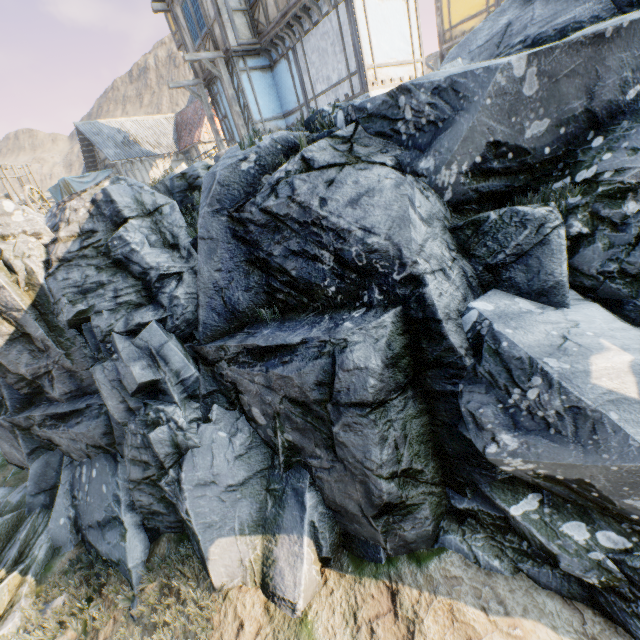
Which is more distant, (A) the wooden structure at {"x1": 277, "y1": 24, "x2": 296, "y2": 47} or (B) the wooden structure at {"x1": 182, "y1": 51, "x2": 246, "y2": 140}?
(B) the wooden structure at {"x1": 182, "y1": 51, "x2": 246, "y2": 140}

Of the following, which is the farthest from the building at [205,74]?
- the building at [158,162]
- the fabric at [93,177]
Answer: the fabric at [93,177]

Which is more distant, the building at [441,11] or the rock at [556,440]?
the building at [441,11]

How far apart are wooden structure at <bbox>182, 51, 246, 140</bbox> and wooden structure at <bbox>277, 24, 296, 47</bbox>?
2.3m

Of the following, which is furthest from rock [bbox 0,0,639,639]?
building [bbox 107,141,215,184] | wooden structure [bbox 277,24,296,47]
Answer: wooden structure [bbox 277,24,296,47]

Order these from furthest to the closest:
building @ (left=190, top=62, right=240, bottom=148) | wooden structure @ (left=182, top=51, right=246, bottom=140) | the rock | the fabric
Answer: the fabric
building @ (left=190, top=62, right=240, bottom=148)
wooden structure @ (left=182, top=51, right=246, bottom=140)
the rock

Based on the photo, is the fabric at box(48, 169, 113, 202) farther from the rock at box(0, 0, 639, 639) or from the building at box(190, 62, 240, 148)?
the building at box(190, 62, 240, 148)

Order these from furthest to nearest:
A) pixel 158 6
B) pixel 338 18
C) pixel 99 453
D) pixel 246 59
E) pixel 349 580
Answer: pixel 158 6
pixel 246 59
pixel 338 18
pixel 99 453
pixel 349 580
